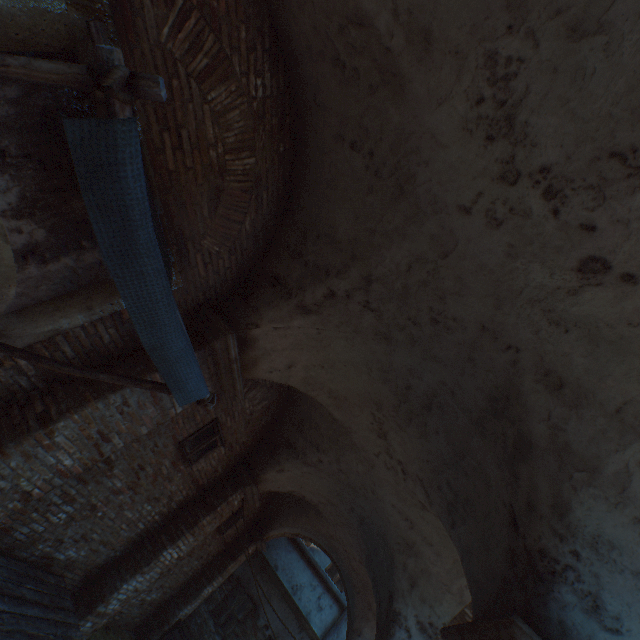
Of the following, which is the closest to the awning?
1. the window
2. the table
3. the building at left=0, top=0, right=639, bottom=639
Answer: the table

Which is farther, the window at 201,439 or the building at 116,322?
the window at 201,439

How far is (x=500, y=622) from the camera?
2.32m

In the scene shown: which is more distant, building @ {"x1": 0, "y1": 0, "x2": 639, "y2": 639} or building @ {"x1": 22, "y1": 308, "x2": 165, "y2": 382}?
building @ {"x1": 22, "y1": 308, "x2": 165, "y2": 382}

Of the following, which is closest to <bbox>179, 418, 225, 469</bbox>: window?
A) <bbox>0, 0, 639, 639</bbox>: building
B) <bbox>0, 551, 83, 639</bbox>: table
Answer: <bbox>0, 551, 83, 639</bbox>: table

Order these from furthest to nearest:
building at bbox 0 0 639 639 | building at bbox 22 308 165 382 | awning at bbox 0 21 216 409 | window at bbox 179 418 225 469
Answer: window at bbox 179 418 225 469
building at bbox 22 308 165 382
building at bbox 0 0 639 639
awning at bbox 0 21 216 409

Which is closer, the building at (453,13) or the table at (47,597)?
the building at (453,13)

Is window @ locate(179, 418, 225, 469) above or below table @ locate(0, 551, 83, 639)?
above
